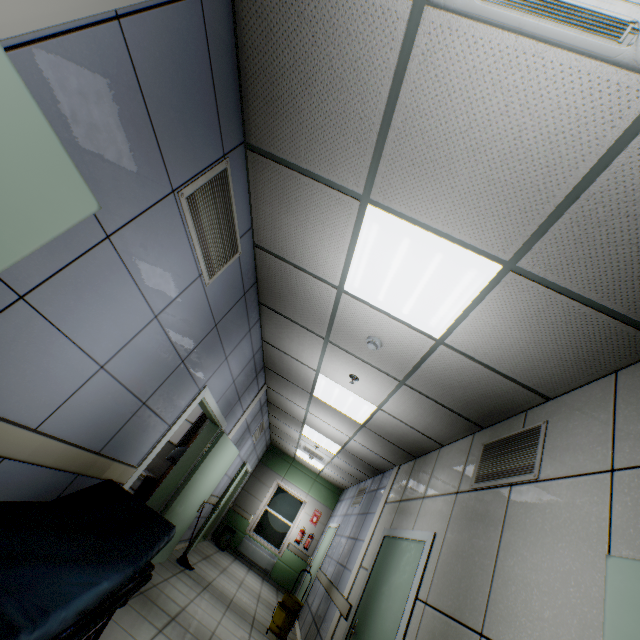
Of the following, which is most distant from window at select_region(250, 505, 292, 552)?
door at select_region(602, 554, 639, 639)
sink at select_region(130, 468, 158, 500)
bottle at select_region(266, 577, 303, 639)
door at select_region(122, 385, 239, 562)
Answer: door at select_region(602, 554, 639, 639)

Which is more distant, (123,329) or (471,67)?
(123,329)

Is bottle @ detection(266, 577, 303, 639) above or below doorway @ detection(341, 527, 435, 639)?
below

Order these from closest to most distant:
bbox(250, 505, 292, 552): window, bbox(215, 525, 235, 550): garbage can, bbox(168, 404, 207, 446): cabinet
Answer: bbox(168, 404, 207, 446): cabinet, bbox(215, 525, 235, 550): garbage can, bbox(250, 505, 292, 552): window

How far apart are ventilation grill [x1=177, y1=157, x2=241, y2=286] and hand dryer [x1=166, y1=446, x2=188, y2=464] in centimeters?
345cm

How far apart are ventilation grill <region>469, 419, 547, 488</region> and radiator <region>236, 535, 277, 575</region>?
9.2m

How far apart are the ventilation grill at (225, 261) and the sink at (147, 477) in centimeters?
366cm

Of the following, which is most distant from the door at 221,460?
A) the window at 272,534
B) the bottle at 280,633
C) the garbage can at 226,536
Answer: the window at 272,534
